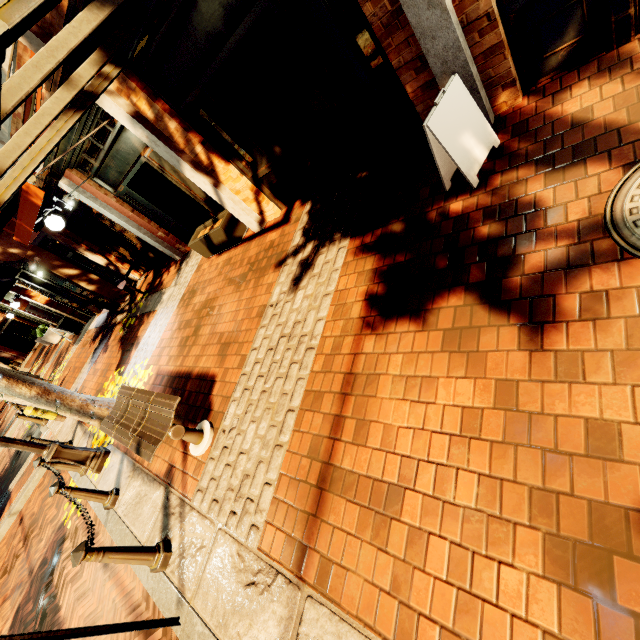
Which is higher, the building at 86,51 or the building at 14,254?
the building at 86,51

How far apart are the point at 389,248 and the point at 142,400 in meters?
3.8 m

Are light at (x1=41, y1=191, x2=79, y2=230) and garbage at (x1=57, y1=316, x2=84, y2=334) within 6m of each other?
no

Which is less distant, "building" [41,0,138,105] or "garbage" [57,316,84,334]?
"building" [41,0,138,105]

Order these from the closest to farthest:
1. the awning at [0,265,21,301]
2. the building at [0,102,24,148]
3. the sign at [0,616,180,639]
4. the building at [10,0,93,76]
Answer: the sign at [0,616,180,639] < the building at [10,0,93,76] < the building at [0,102,24,148] < the awning at [0,265,21,301]

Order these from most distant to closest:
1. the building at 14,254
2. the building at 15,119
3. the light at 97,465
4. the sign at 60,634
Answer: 1. the building at 15,119
2. the light at 97,465
3. the building at 14,254
4. the sign at 60,634

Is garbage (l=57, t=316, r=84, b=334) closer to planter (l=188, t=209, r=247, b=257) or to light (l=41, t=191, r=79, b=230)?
light (l=41, t=191, r=79, b=230)

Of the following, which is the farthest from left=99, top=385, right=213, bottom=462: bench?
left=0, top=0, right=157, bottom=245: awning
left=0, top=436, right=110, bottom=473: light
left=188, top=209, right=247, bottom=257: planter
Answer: left=188, top=209, right=247, bottom=257: planter
